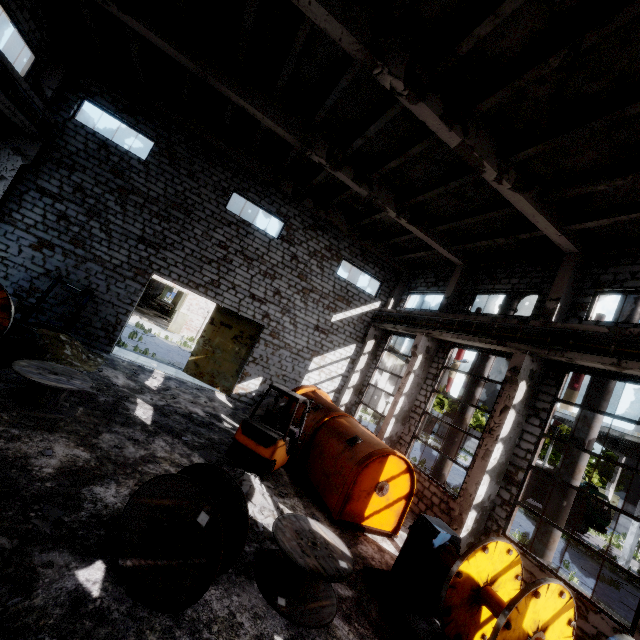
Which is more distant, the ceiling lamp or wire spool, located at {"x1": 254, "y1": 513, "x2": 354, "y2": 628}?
the ceiling lamp

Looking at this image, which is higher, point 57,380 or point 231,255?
point 231,255

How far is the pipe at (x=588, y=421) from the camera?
9.1m

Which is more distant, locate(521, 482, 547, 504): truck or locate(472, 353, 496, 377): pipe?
locate(521, 482, 547, 504): truck

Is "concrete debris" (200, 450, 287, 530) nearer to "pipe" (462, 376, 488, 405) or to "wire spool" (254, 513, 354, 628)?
"wire spool" (254, 513, 354, 628)

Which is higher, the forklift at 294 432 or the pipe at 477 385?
the pipe at 477 385

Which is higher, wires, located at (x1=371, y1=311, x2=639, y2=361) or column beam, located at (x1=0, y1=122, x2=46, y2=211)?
wires, located at (x1=371, y1=311, x2=639, y2=361)

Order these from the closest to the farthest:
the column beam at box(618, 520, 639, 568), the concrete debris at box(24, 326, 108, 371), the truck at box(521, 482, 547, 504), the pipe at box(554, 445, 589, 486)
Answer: the pipe at box(554, 445, 589, 486), the concrete debris at box(24, 326, 108, 371), the column beam at box(618, 520, 639, 568), the truck at box(521, 482, 547, 504)
